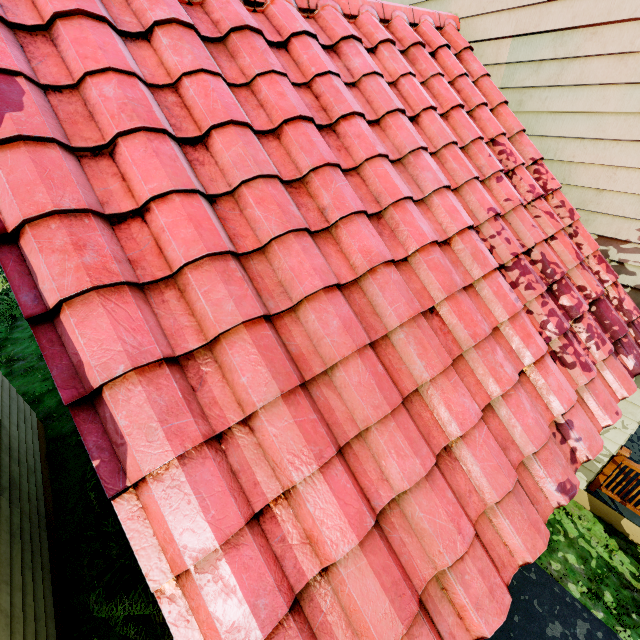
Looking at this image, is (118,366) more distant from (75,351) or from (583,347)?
(583,347)
